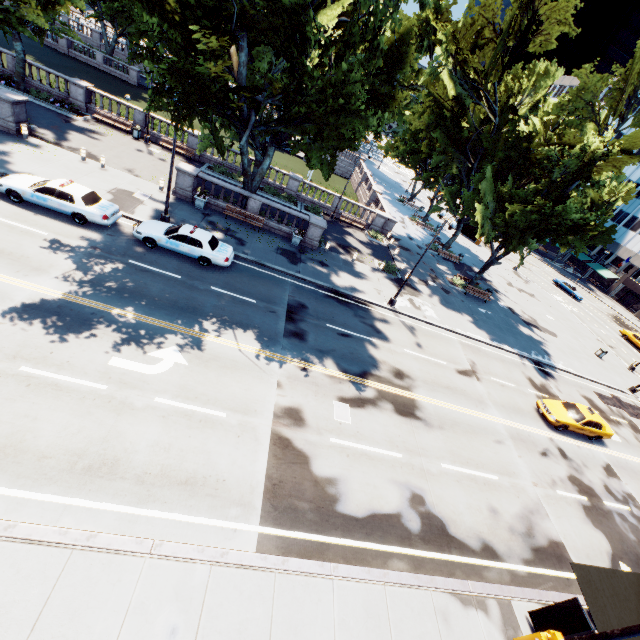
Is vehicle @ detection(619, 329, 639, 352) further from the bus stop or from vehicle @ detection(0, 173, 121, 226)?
vehicle @ detection(0, 173, 121, 226)

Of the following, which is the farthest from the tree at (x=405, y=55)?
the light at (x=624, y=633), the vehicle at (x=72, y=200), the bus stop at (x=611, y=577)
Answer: the light at (x=624, y=633)

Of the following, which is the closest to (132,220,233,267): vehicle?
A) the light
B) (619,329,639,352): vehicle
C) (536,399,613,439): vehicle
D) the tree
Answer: the tree

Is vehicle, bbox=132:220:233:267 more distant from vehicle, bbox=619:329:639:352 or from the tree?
vehicle, bbox=619:329:639:352

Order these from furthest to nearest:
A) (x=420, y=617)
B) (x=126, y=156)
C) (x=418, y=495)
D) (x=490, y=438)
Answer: (x=126, y=156) → (x=490, y=438) → (x=418, y=495) → (x=420, y=617)

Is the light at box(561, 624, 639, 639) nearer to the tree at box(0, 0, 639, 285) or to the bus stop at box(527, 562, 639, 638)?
the bus stop at box(527, 562, 639, 638)

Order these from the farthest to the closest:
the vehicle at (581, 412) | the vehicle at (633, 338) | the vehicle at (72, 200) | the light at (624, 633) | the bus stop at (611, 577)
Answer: the vehicle at (633, 338)
the vehicle at (581, 412)
the vehicle at (72, 200)
the bus stop at (611, 577)
the light at (624, 633)

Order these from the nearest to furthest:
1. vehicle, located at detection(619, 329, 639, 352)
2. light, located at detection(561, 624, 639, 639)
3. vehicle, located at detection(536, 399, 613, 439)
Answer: light, located at detection(561, 624, 639, 639) < vehicle, located at detection(536, 399, 613, 439) < vehicle, located at detection(619, 329, 639, 352)
